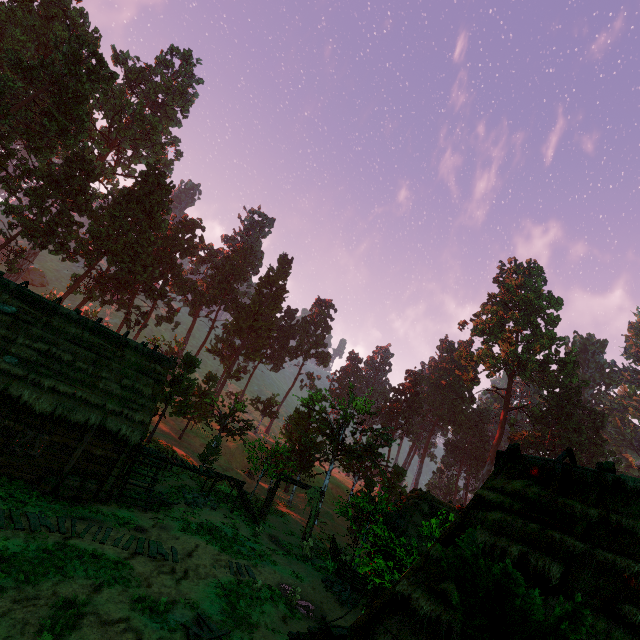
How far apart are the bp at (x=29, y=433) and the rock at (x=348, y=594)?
16.01m

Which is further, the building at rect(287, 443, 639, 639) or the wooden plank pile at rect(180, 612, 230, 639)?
the wooden plank pile at rect(180, 612, 230, 639)

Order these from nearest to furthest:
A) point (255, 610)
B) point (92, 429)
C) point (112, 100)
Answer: point (255, 610)
point (92, 429)
point (112, 100)

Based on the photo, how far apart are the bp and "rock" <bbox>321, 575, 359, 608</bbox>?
16.01m

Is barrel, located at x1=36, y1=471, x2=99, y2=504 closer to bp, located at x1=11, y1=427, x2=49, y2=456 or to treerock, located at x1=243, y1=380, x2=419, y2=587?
bp, located at x1=11, y1=427, x2=49, y2=456

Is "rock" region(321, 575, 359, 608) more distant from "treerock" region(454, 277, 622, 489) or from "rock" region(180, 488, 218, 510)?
"rock" region(180, 488, 218, 510)

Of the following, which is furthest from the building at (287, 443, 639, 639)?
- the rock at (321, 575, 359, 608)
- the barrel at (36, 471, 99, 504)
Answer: the rock at (321, 575, 359, 608)

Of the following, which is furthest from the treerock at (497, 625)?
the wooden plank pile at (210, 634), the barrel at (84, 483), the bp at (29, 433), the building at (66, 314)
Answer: the barrel at (84, 483)
